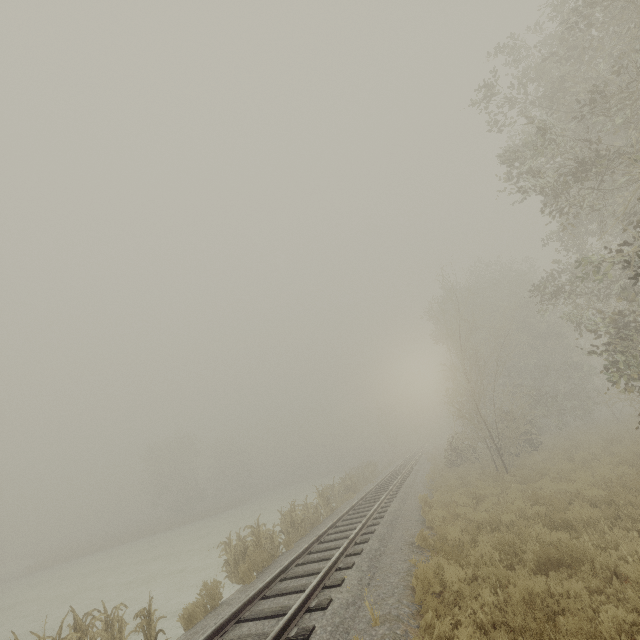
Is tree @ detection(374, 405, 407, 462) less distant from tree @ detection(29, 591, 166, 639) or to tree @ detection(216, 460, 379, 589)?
tree @ detection(216, 460, 379, 589)

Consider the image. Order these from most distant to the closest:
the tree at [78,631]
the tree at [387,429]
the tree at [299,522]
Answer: the tree at [387,429] < the tree at [299,522] < the tree at [78,631]

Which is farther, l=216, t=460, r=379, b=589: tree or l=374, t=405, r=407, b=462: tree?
l=374, t=405, r=407, b=462: tree

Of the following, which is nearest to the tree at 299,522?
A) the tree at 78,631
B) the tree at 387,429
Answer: the tree at 78,631

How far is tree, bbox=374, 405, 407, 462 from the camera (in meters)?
50.94

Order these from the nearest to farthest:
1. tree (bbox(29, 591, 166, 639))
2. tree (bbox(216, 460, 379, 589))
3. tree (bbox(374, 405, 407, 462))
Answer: tree (bbox(29, 591, 166, 639)), tree (bbox(216, 460, 379, 589)), tree (bbox(374, 405, 407, 462))

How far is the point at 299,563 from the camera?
9.2m

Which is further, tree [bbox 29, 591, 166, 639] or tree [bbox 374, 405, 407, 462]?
tree [bbox 374, 405, 407, 462]
